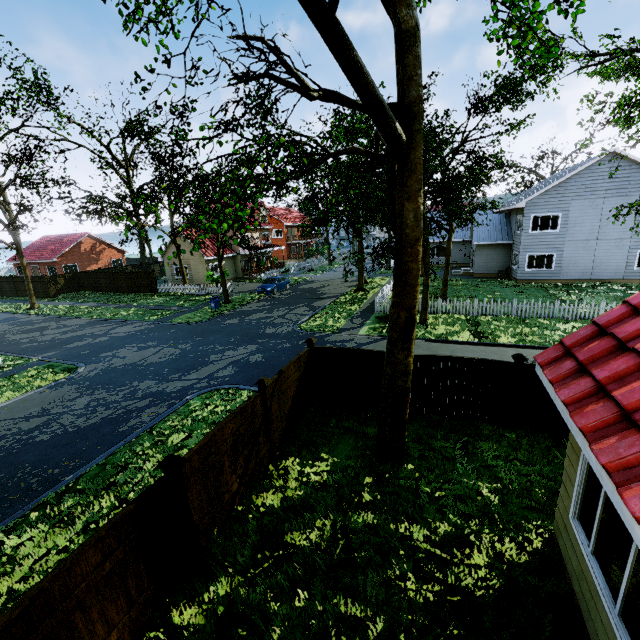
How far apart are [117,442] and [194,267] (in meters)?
28.77

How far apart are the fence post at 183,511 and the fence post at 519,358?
7.6m

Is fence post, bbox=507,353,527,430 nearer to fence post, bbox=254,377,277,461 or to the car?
fence post, bbox=254,377,277,461

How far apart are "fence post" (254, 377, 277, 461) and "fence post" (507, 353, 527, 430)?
6.0m

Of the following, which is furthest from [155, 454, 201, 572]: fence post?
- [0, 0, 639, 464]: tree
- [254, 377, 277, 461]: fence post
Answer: [0, 0, 639, 464]: tree

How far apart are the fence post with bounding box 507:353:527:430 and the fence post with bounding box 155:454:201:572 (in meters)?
7.60

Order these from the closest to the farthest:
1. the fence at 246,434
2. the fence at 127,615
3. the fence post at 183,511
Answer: the fence at 127,615
the fence post at 183,511
the fence at 246,434

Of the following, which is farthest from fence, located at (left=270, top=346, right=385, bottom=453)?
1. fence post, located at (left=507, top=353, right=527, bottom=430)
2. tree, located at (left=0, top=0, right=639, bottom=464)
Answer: tree, located at (left=0, top=0, right=639, bottom=464)
